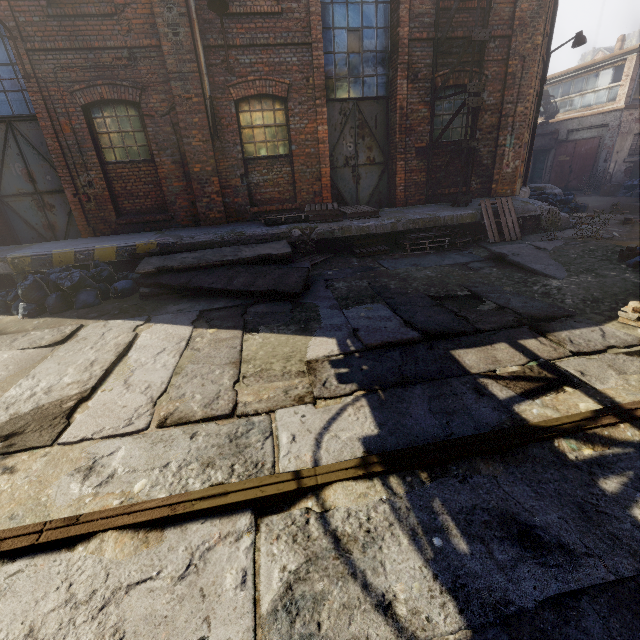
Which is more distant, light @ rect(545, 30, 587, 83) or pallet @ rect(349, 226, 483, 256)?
light @ rect(545, 30, 587, 83)

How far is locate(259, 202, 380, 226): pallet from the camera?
8.01m

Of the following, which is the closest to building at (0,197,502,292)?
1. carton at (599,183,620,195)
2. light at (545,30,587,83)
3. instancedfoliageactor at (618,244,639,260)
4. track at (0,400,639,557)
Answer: instancedfoliageactor at (618,244,639,260)

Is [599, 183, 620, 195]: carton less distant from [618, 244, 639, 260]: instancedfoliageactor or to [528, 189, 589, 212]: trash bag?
[528, 189, 589, 212]: trash bag

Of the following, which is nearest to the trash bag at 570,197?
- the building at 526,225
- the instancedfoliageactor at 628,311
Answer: the building at 526,225

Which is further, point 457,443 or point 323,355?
point 323,355

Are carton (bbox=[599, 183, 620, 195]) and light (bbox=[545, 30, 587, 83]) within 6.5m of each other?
no

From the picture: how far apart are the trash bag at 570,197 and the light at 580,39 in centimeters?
381cm
